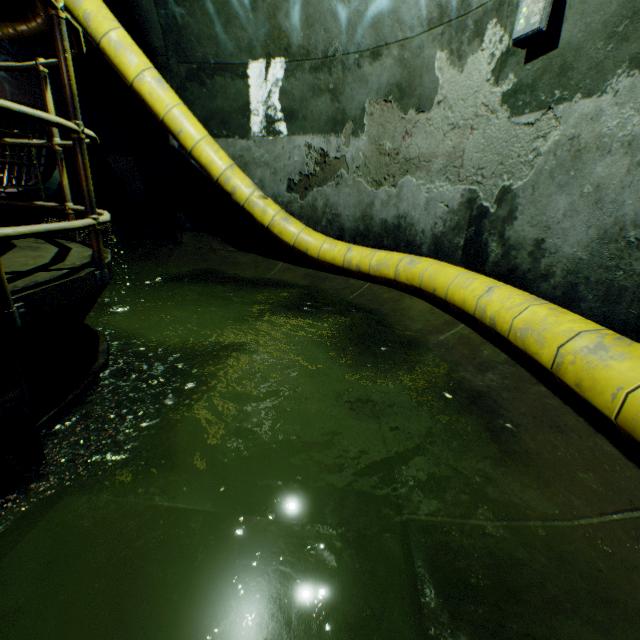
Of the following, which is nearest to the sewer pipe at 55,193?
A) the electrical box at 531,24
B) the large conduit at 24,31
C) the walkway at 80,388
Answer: the large conduit at 24,31

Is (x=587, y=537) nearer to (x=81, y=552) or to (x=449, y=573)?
(x=449, y=573)

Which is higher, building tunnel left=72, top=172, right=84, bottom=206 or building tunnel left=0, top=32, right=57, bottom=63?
building tunnel left=0, top=32, right=57, bottom=63

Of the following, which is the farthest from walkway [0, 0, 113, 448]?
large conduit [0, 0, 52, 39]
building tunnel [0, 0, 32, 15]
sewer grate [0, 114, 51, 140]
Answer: sewer grate [0, 114, 51, 140]

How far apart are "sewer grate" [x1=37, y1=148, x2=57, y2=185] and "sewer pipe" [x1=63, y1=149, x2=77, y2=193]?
0.0m

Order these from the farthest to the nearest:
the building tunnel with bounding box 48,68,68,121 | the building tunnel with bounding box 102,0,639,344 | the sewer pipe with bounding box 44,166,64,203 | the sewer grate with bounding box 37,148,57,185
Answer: the sewer pipe with bounding box 44,166,64,203 < the sewer grate with bounding box 37,148,57,185 < the building tunnel with bounding box 48,68,68,121 < the building tunnel with bounding box 102,0,639,344

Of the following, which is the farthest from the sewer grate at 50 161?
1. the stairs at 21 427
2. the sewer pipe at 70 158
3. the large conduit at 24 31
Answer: the stairs at 21 427
